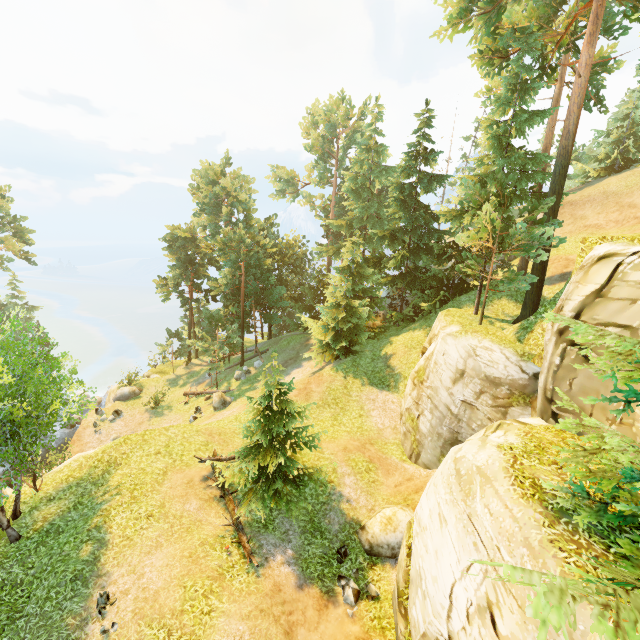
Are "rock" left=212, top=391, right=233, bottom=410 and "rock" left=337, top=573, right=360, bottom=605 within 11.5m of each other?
no

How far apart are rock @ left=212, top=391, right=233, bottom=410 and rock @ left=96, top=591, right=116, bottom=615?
15.8 meters

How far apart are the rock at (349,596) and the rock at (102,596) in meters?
7.5 m

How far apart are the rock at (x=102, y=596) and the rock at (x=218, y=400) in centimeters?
1575cm

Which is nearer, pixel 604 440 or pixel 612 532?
pixel 604 440

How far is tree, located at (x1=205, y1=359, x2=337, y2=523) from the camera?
13.3 meters

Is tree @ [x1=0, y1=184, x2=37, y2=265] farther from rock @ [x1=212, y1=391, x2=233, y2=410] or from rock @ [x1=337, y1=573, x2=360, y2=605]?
rock @ [x1=337, y1=573, x2=360, y2=605]

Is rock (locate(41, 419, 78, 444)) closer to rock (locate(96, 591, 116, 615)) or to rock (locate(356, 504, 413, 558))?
rock (locate(96, 591, 116, 615))
